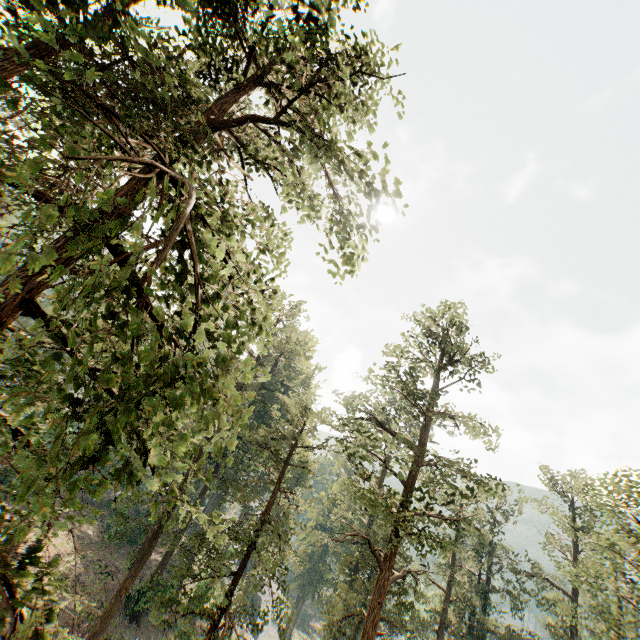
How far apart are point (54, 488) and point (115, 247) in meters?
10.2
